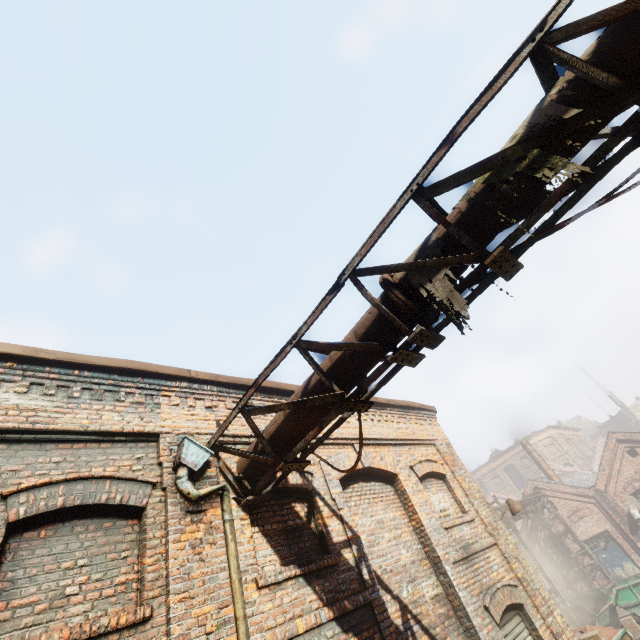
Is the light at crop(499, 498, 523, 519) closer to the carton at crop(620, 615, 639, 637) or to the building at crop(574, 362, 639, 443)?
the carton at crop(620, 615, 639, 637)

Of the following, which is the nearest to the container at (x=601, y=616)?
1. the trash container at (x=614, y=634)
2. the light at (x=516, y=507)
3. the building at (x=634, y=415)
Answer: the trash container at (x=614, y=634)

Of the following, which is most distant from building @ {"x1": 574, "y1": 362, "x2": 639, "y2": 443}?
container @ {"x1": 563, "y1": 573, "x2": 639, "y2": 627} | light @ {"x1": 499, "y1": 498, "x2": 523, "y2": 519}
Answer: light @ {"x1": 499, "y1": 498, "x2": 523, "y2": 519}

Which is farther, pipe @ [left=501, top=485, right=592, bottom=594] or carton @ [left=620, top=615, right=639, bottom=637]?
pipe @ [left=501, top=485, right=592, bottom=594]

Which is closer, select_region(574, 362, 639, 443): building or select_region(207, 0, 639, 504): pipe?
select_region(207, 0, 639, 504): pipe

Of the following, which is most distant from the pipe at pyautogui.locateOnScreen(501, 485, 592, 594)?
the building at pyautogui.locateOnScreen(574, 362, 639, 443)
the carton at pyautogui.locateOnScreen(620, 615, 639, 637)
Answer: the building at pyautogui.locateOnScreen(574, 362, 639, 443)

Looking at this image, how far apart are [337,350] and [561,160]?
2.6 meters

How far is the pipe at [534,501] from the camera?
17.7 meters
